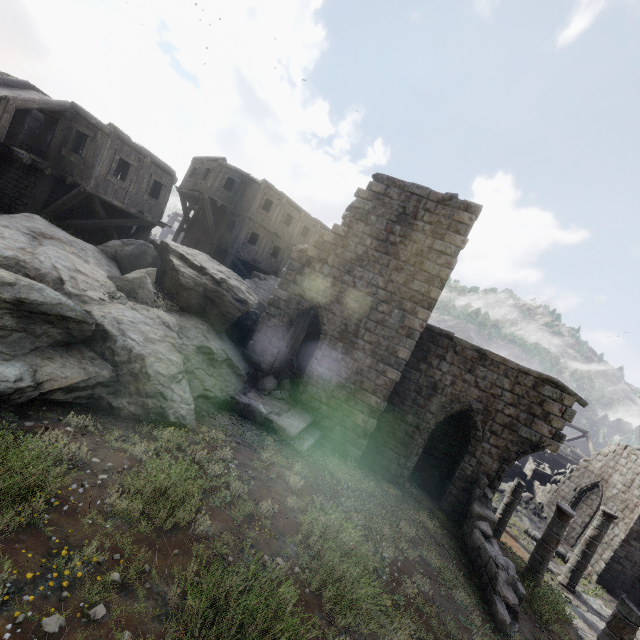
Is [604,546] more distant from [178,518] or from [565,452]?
[178,518]

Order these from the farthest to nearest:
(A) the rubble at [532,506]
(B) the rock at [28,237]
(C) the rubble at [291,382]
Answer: (A) the rubble at [532,506], (C) the rubble at [291,382], (B) the rock at [28,237]

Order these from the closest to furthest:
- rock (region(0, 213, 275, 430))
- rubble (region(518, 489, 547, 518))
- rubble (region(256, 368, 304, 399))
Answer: rock (region(0, 213, 275, 430))
rubble (region(256, 368, 304, 399))
rubble (region(518, 489, 547, 518))

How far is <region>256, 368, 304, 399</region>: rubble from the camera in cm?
1274

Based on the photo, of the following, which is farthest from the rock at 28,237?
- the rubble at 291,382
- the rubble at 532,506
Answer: the rubble at 532,506

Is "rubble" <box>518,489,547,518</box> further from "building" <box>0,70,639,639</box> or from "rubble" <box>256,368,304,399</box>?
"rubble" <box>256,368,304,399</box>

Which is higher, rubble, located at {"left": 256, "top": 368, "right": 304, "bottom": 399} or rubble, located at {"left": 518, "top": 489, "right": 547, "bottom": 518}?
rubble, located at {"left": 256, "top": 368, "right": 304, "bottom": 399}

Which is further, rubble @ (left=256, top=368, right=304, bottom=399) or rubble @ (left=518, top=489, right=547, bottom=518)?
rubble @ (left=518, top=489, right=547, bottom=518)
